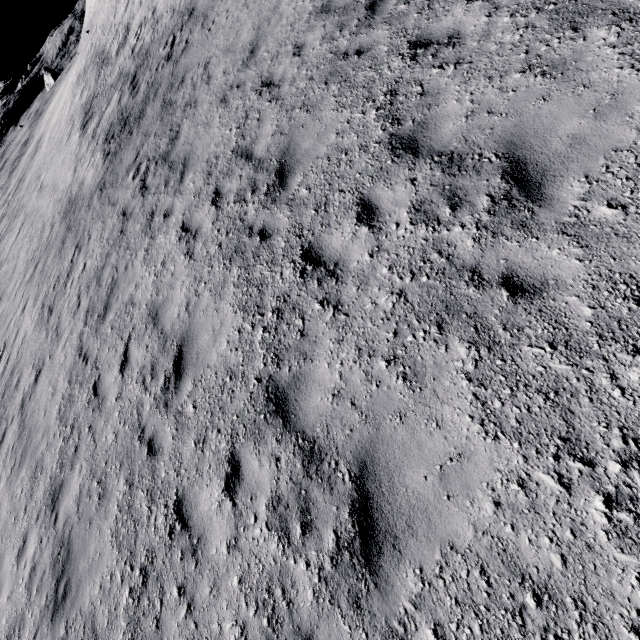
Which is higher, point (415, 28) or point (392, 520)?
point (415, 28)
